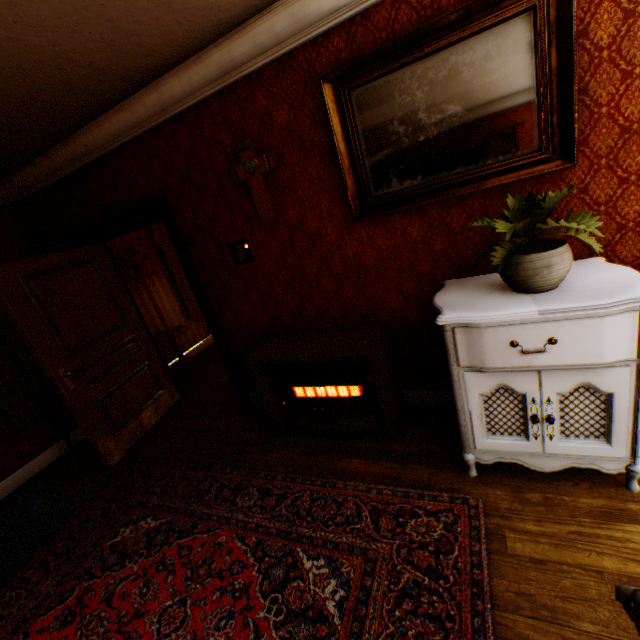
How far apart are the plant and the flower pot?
0.1 meters

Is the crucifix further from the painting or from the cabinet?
the cabinet

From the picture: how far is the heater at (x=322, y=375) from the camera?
2.5 meters

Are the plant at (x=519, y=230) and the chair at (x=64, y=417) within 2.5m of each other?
no

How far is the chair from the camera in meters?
3.7 m

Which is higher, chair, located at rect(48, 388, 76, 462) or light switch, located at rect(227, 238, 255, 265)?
light switch, located at rect(227, 238, 255, 265)

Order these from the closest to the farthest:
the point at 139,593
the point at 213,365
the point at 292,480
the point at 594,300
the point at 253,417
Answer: the point at 594,300 → the point at 139,593 → the point at 292,480 → the point at 253,417 → the point at 213,365

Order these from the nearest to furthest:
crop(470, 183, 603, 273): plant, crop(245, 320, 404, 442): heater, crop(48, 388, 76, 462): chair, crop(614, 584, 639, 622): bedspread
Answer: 1. crop(614, 584, 639, 622): bedspread
2. crop(470, 183, 603, 273): plant
3. crop(245, 320, 404, 442): heater
4. crop(48, 388, 76, 462): chair
